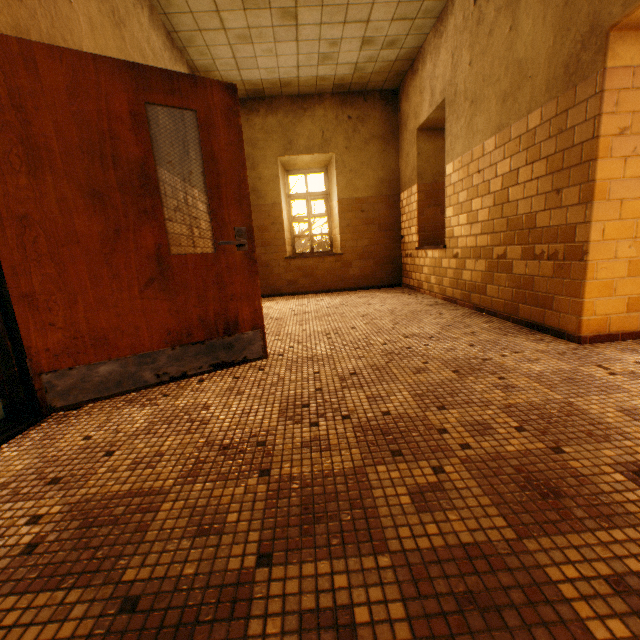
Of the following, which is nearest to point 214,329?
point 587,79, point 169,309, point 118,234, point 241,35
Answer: point 169,309
